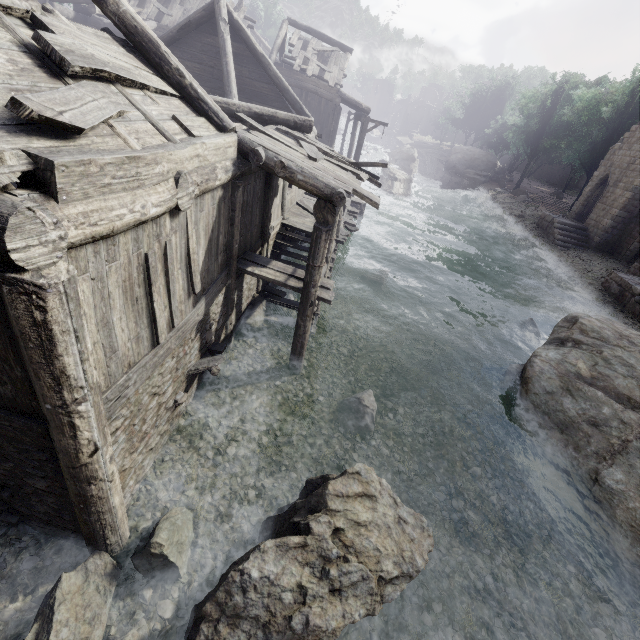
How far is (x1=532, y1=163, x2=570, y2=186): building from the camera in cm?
5341

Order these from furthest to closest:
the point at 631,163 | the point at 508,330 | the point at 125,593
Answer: the point at 631,163
the point at 508,330
the point at 125,593

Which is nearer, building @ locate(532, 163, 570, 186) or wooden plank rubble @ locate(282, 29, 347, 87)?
wooden plank rubble @ locate(282, 29, 347, 87)

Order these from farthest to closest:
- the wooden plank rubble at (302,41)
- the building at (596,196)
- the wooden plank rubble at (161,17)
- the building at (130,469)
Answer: the building at (596,196), the wooden plank rubble at (302,41), the wooden plank rubble at (161,17), the building at (130,469)

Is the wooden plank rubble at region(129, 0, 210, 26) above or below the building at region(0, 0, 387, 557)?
above

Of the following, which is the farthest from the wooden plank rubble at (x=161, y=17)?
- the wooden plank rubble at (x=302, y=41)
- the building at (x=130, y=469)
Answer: the wooden plank rubble at (x=302, y=41)

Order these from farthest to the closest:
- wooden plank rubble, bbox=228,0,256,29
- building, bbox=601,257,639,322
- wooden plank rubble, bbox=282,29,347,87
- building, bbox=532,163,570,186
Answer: building, bbox=532,163,570,186 < wooden plank rubble, bbox=228,0,256,29 < wooden plank rubble, bbox=282,29,347,87 < building, bbox=601,257,639,322

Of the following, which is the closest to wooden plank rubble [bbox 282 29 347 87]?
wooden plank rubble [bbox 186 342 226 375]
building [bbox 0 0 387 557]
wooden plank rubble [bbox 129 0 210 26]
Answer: building [bbox 0 0 387 557]
